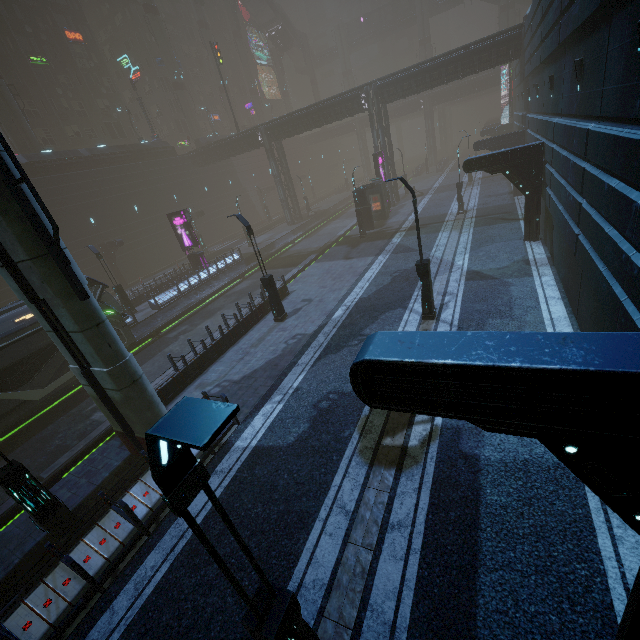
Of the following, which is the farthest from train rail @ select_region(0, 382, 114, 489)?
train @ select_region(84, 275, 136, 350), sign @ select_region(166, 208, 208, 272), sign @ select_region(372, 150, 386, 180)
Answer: sign @ select_region(372, 150, 386, 180)

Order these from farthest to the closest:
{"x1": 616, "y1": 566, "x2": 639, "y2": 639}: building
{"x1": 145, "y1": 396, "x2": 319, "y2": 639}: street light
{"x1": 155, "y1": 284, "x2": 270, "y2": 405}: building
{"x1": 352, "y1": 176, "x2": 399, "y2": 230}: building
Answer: {"x1": 352, "y1": 176, "x2": 399, "y2": 230}: building < {"x1": 155, "y1": 284, "x2": 270, "y2": 405}: building < {"x1": 616, "y1": 566, "x2": 639, "y2": 639}: building < {"x1": 145, "y1": 396, "x2": 319, "y2": 639}: street light

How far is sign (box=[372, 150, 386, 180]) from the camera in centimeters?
3136cm

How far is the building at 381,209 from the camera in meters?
28.0

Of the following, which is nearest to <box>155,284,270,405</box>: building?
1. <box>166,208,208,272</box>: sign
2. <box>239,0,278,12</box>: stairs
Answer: <box>166,208,208,272</box>: sign

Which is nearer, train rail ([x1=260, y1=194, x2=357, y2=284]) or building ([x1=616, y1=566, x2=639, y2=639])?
building ([x1=616, y1=566, x2=639, y2=639])

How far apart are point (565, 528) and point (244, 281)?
27.2m

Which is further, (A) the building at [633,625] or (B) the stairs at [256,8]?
(B) the stairs at [256,8]
